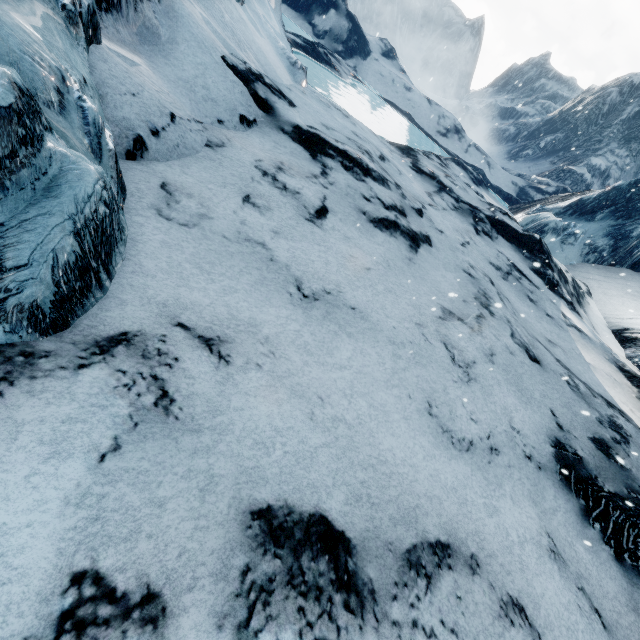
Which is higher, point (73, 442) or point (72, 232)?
point (72, 232)
